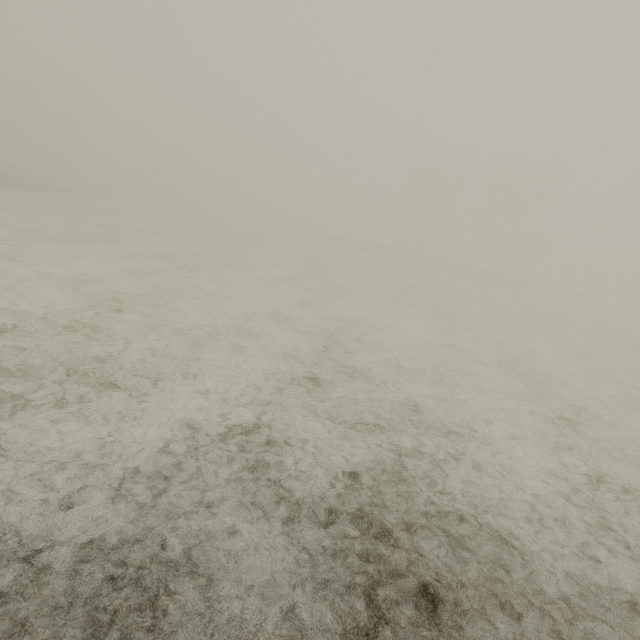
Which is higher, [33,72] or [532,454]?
[33,72]
